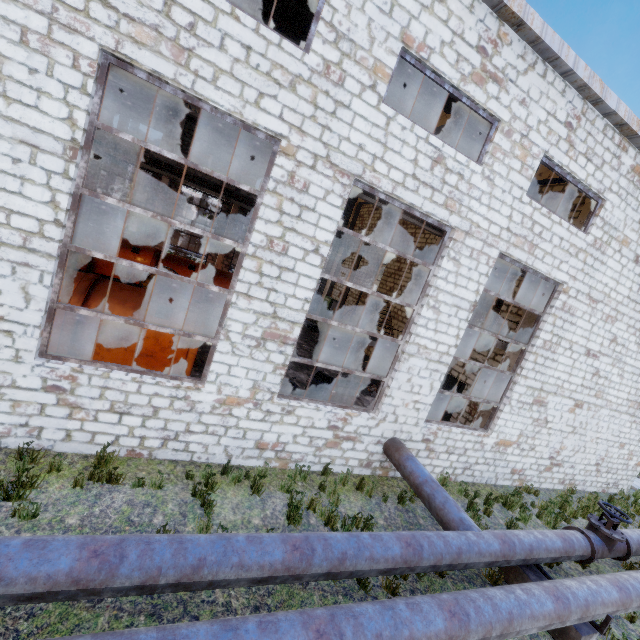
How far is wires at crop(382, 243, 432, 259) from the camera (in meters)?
16.55

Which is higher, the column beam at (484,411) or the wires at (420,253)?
the wires at (420,253)

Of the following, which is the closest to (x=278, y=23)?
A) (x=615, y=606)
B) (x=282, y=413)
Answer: (x=282, y=413)

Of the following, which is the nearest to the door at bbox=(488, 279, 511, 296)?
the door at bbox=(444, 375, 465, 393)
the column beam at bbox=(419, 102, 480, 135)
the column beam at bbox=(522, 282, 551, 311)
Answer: the column beam at bbox=(522, 282, 551, 311)

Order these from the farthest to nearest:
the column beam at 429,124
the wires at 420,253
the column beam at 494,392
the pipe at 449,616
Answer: the wires at 420,253
the column beam at 494,392
the column beam at 429,124
the pipe at 449,616

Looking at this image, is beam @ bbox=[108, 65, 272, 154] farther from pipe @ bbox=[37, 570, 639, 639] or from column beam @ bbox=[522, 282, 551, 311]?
pipe @ bbox=[37, 570, 639, 639]

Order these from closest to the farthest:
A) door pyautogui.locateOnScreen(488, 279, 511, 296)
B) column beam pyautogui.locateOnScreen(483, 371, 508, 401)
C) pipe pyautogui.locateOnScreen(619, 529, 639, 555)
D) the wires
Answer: pipe pyautogui.locateOnScreen(619, 529, 639, 555) < column beam pyautogui.locateOnScreen(483, 371, 508, 401) < door pyautogui.locateOnScreen(488, 279, 511, 296) < the wires

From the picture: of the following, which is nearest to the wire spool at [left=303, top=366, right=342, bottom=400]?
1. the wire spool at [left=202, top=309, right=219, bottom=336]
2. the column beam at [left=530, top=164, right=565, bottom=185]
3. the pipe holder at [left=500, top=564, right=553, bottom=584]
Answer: the wire spool at [left=202, top=309, right=219, bottom=336]
